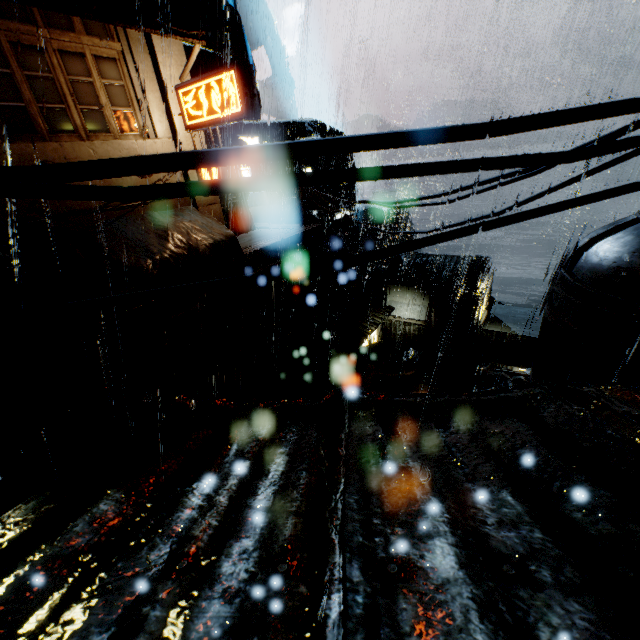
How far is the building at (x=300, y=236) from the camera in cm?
2041

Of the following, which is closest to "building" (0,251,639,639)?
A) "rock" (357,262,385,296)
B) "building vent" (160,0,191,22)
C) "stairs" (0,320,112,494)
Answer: "stairs" (0,320,112,494)

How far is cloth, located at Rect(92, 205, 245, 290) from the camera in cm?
1213

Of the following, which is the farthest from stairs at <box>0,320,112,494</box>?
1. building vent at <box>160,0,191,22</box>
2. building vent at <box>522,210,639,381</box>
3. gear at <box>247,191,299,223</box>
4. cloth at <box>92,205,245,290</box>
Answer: building vent at <box>160,0,191,22</box>

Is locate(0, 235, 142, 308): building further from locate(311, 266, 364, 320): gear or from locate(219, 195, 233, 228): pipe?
locate(311, 266, 364, 320): gear

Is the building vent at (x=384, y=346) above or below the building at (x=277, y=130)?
below

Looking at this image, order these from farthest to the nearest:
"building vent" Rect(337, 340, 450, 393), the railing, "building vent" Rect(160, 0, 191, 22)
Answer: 1. "building vent" Rect(160, 0, 191, 22)
2. "building vent" Rect(337, 340, 450, 393)
3. the railing

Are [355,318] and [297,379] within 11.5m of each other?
yes
